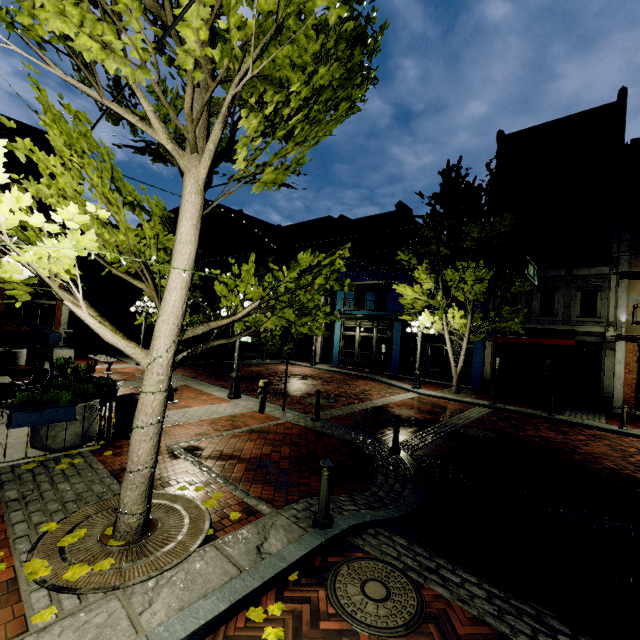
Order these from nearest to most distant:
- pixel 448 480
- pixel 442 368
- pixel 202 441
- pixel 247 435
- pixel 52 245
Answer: pixel 52 245
pixel 448 480
pixel 202 441
pixel 247 435
pixel 442 368

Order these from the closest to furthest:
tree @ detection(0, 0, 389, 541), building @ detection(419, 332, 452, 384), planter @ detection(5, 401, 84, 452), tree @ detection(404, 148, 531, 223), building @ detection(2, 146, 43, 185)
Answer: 1. tree @ detection(0, 0, 389, 541)
2. planter @ detection(5, 401, 84, 452)
3. tree @ detection(404, 148, 531, 223)
4. building @ detection(2, 146, 43, 185)
5. building @ detection(419, 332, 452, 384)

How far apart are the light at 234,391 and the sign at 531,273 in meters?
8.3 m

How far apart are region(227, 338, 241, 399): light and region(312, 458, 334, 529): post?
7.2m

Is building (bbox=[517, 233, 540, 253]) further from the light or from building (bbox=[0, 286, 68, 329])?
building (bbox=[0, 286, 68, 329])

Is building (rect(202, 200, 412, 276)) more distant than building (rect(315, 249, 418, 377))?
Yes

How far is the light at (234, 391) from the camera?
11.05m

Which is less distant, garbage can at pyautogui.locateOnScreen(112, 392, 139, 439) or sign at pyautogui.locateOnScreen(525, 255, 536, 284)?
garbage can at pyautogui.locateOnScreen(112, 392, 139, 439)
